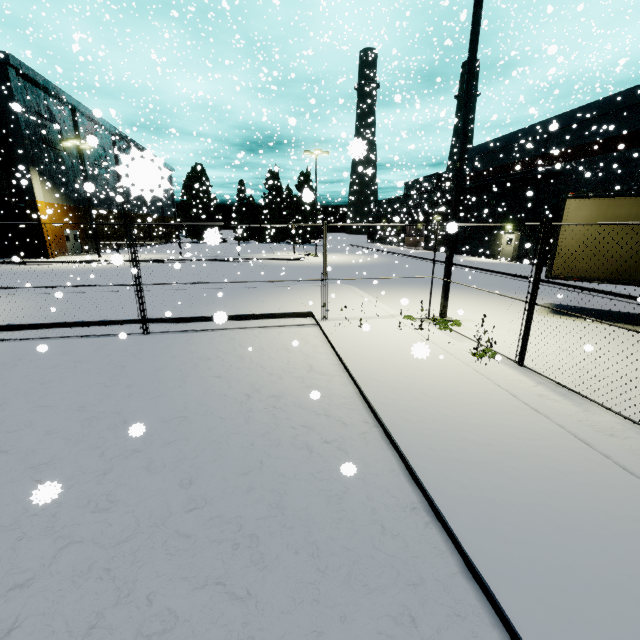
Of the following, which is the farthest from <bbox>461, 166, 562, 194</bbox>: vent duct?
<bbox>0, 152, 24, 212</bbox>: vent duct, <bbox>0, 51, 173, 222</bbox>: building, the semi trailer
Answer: <bbox>0, 152, 24, 212</bbox>: vent duct

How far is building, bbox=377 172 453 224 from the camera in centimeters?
3252cm

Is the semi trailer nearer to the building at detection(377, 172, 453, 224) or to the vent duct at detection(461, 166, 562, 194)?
the building at detection(377, 172, 453, 224)

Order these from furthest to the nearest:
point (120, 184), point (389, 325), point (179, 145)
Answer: point (179, 145)
point (389, 325)
point (120, 184)

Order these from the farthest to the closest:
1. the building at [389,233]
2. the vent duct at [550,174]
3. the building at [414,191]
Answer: the building at [389,233], the building at [414,191], the vent duct at [550,174]

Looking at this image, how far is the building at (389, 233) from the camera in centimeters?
3419cm

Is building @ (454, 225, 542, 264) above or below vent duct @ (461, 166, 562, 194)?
below

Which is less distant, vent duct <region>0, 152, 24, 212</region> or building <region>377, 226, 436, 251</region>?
vent duct <region>0, 152, 24, 212</region>
